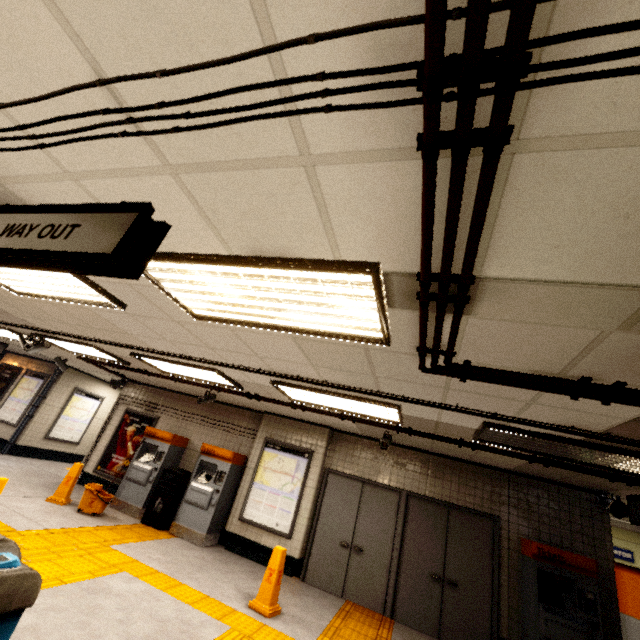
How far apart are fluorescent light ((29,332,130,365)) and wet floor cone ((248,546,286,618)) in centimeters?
491cm

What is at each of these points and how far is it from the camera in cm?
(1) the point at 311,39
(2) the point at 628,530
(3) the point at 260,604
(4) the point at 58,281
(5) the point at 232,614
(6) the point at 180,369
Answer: (1) exterior wiring, 94
(2) elevator, 840
(3) wet floor cone, 457
(4) fluorescent light, 345
(5) groundtactileadastrip, 424
(6) fluorescent light, 604

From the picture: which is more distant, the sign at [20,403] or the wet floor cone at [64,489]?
the sign at [20,403]

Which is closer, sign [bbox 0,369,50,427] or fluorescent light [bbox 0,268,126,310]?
fluorescent light [bbox 0,268,126,310]

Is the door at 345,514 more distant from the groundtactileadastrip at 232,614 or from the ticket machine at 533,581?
the ticket machine at 533,581

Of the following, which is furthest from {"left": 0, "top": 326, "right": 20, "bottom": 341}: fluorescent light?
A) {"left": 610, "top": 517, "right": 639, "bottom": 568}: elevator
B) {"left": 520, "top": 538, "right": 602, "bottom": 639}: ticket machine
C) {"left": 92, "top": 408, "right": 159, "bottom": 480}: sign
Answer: {"left": 610, "top": 517, "right": 639, "bottom": 568}: elevator

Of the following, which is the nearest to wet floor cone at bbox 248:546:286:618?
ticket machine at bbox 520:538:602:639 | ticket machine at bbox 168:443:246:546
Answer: ticket machine at bbox 168:443:246:546

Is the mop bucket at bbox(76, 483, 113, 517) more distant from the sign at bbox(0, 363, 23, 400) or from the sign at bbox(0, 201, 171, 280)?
the sign at bbox(0, 363, 23, 400)
